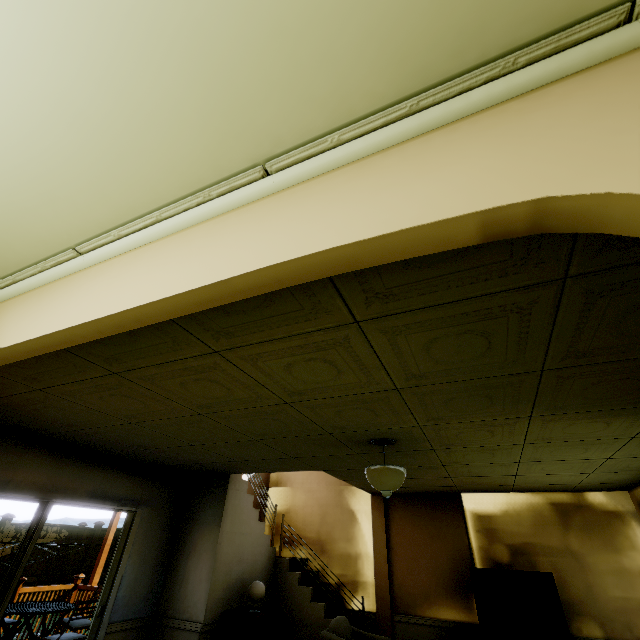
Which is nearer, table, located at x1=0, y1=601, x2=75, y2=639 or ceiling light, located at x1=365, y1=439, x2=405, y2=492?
ceiling light, located at x1=365, y1=439, x2=405, y2=492

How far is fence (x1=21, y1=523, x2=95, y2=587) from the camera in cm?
1055

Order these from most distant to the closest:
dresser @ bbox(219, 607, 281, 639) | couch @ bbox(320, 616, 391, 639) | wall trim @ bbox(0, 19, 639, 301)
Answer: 1. dresser @ bbox(219, 607, 281, 639)
2. couch @ bbox(320, 616, 391, 639)
3. wall trim @ bbox(0, 19, 639, 301)

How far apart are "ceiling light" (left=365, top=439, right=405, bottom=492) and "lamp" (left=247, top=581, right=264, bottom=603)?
3.7 meters

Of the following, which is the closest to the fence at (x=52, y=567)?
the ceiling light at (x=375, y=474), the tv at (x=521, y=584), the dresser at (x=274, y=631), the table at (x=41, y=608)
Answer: the tv at (x=521, y=584)

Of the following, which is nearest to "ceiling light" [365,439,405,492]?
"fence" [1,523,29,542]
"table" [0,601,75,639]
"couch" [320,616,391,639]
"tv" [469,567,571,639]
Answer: "couch" [320,616,391,639]

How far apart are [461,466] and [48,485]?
5.8 meters

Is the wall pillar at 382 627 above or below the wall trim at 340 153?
below
